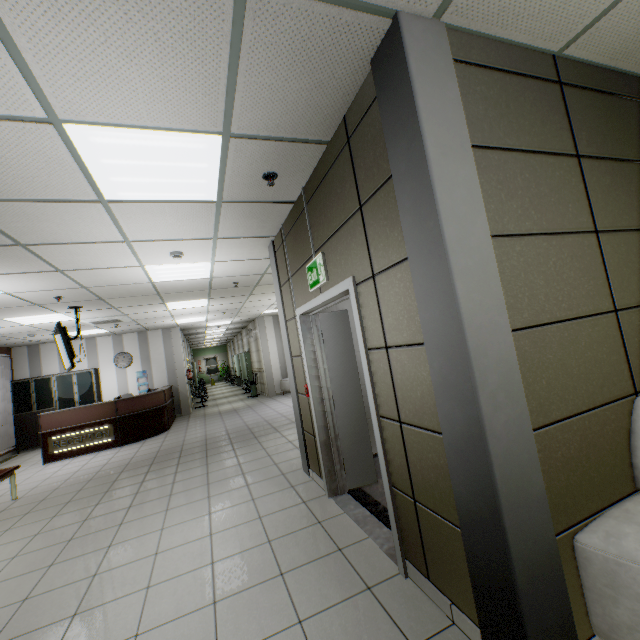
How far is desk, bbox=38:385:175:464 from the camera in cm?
775

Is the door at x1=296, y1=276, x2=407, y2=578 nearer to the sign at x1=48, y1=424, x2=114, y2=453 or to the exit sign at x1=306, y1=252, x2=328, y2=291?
the exit sign at x1=306, y1=252, x2=328, y2=291

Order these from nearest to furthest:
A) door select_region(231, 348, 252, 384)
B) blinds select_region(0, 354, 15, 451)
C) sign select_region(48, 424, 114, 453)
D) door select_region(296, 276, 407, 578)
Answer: door select_region(296, 276, 407, 578), sign select_region(48, 424, 114, 453), blinds select_region(0, 354, 15, 451), door select_region(231, 348, 252, 384)

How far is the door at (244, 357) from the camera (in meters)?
17.83

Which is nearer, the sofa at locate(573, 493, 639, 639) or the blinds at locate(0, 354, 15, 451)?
the sofa at locate(573, 493, 639, 639)

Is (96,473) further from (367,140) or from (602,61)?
(602,61)

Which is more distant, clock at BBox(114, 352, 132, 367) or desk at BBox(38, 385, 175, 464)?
clock at BBox(114, 352, 132, 367)

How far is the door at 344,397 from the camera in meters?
2.4
